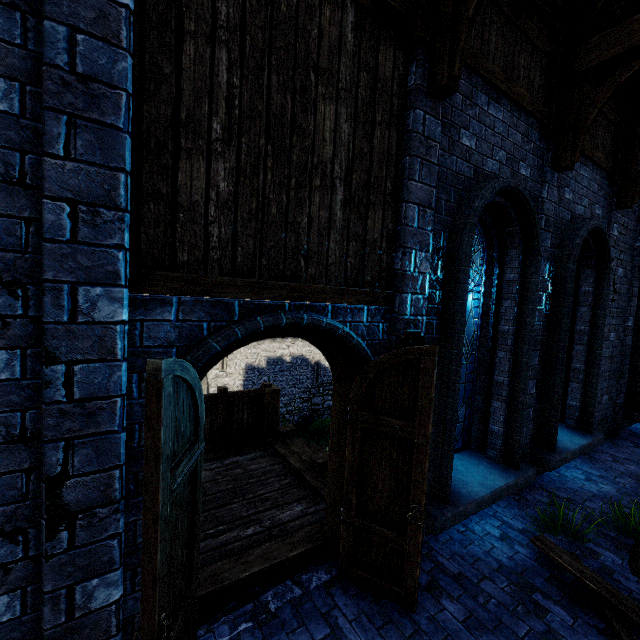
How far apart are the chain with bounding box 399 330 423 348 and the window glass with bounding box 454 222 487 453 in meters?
0.8

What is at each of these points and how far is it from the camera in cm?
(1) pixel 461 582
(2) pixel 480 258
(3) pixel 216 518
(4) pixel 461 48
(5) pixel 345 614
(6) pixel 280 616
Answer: (1) walkway, 356
(2) window glass, 503
(3) walkway, 434
(4) building, 314
(5) walkway, 312
(6) stairs, 307

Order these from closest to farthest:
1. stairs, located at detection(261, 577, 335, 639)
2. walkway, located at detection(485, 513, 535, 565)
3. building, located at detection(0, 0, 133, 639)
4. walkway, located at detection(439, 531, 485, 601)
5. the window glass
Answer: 1. building, located at detection(0, 0, 133, 639)
2. stairs, located at detection(261, 577, 335, 639)
3. walkway, located at detection(439, 531, 485, 601)
4. walkway, located at detection(485, 513, 535, 565)
5. the window glass

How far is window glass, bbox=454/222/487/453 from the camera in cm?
496

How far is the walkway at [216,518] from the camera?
3.4 meters

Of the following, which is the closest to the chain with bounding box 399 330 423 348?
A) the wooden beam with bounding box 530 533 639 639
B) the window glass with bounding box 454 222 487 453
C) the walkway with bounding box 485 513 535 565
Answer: the window glass with bounding box 454 222 487 453

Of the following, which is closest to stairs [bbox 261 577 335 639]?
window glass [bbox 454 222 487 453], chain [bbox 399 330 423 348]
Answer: window glass [bbox 454 222 487 453]

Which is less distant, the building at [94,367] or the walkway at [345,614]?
the building at [94,367]
